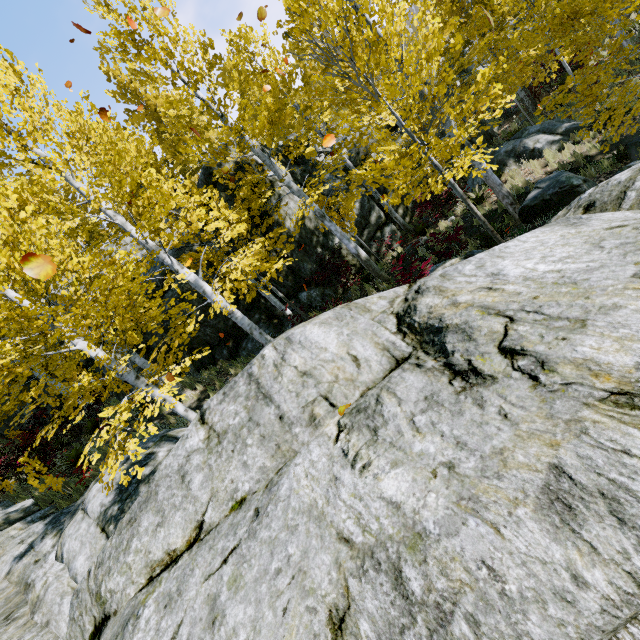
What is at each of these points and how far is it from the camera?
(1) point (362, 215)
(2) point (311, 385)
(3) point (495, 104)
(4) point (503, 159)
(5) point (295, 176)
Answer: (1) rock, 13.1m
(2) rock, 4.5m
(3) instancedfoliageactor, 7.5m
(4) rock, 12.3m
(5) rock, 13.0m

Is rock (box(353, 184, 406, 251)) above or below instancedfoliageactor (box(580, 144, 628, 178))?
above

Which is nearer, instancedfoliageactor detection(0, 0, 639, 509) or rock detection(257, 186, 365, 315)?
instancedfoliageactor detection(0, 0, 639, 509)

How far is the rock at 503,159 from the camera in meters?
11.2 m

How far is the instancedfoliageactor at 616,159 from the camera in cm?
819

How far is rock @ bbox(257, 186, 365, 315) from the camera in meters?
12.1 m

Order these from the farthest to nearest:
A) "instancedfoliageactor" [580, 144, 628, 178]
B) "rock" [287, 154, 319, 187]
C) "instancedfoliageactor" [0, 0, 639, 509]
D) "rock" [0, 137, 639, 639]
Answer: "rock" [287, 154, 319, 187]
"instancedfoliageactor" [580, 144, 628, 178]
"instancedfoliageactor" [0, 0, 639, 509]
"rock" [0, 137, 639, 639]
